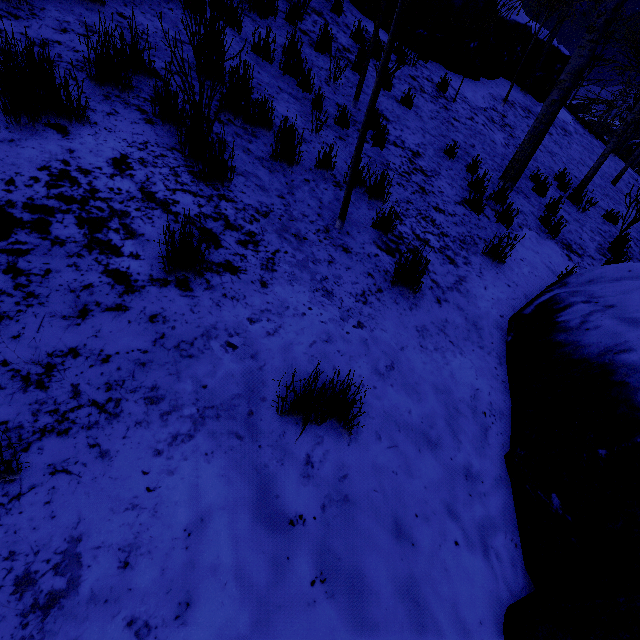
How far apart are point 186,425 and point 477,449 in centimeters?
209cm

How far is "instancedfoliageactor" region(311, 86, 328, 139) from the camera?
3.97m

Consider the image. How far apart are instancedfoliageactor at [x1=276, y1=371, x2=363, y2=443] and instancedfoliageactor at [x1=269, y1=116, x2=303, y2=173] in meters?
1.8 m

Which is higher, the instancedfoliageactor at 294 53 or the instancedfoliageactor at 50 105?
the instancedfoliageactor at 294 53

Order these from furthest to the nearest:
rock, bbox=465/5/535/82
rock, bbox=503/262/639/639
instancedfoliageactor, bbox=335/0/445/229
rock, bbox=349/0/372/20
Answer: rock, bbox=465/5/535/82
rock, bbox=349/0/372/20
instancedfoliageactor, bbox=335/0/445/229
rock, bbox=503/262/639/639

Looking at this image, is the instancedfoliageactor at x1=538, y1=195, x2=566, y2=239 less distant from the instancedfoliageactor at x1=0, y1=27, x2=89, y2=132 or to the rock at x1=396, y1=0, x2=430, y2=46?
the rock at x1=396, y1=0, x2=430, y2=46

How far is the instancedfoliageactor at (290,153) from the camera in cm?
324
